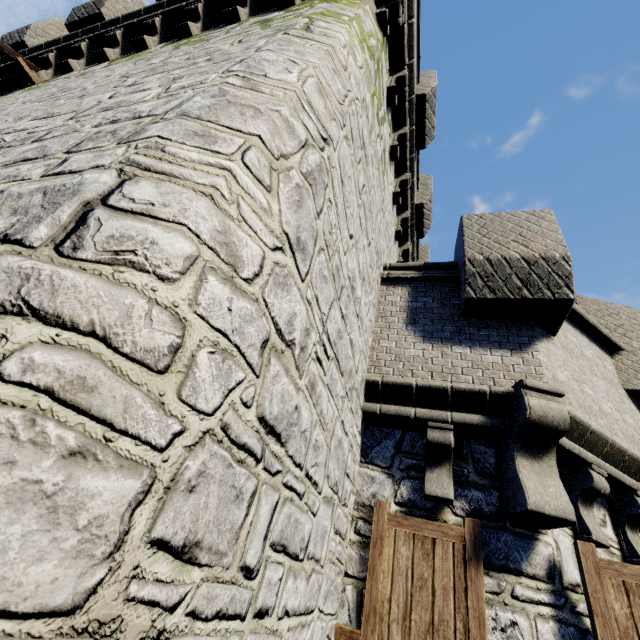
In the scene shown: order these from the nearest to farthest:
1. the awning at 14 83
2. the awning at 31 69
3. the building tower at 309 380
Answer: the building tower at 309 380 → the awning at 31 69 → the awning at 14 83

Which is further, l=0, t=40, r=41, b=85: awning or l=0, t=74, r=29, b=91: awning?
l=0, t=74, r=29, b=91: awning

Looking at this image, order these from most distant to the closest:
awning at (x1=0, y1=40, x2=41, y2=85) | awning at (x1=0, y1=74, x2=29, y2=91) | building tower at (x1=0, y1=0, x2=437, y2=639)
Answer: awning at (x1=0, y1=74, x2=29, y2=91)
awning at (x1=0, y1=40, x2=41, y2=85)
building tower at (x1=0, y1=0, x2=437, y2=639)

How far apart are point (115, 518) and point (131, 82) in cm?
422

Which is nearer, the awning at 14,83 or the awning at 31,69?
the awning at 31,69

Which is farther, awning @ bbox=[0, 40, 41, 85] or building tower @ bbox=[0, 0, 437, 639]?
awning @ bbox=[0, 40, 41, 85]
